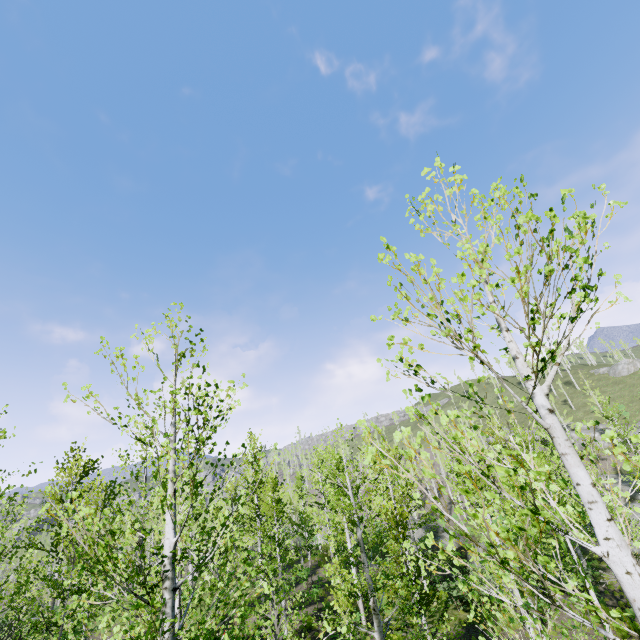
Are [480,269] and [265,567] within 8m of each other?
yes
